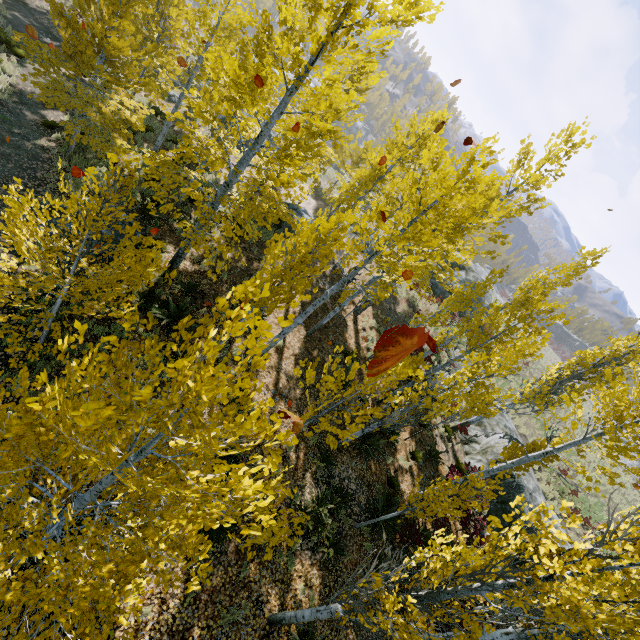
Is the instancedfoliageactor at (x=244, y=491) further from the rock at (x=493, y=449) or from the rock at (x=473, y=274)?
the rock at (x=473, y=274)

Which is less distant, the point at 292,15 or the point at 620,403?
the point at 620,403

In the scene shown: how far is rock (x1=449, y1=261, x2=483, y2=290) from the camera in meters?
28.7

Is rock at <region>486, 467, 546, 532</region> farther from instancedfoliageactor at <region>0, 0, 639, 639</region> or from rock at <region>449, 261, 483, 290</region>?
rock at <region>449, 261, 483, 290</region>

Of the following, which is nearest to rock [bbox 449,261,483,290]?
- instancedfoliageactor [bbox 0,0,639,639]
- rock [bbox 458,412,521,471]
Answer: instancedfoliageactor [bbox 0,0,639,639]

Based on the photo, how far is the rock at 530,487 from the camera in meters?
14.0

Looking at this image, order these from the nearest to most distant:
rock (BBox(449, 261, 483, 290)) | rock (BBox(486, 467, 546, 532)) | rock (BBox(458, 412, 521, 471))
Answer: rock (BBox(486, 467, 546, 532))
rock (BBox(458, 412, 521, 471))
rock (BBox(449, 261, 483, 290))
